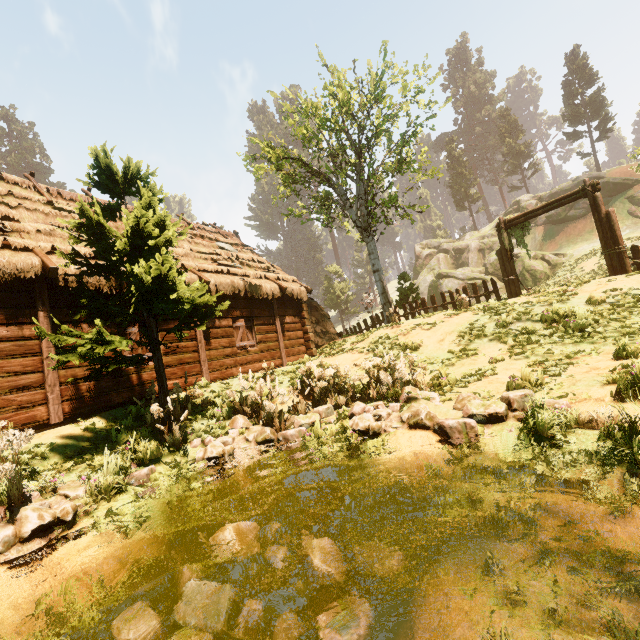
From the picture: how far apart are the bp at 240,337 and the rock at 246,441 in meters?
4.9 m

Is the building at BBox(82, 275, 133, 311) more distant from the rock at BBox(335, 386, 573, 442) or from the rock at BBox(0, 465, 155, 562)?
the rock at BBox(335, 386, 573, 442)

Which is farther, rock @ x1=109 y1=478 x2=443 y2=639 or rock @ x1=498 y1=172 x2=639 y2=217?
rock @ x1=498 y1=172 x2=639 y2=217

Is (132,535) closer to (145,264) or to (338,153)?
(145,264)

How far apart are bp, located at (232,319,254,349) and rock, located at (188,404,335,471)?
4.9m

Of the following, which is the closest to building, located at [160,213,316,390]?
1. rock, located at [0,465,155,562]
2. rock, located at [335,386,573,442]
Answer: rock, located at [0,465,155,562]

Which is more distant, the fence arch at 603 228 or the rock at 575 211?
the rock at 575 211

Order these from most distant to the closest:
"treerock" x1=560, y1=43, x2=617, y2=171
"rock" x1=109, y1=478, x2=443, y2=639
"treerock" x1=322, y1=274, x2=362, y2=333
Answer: "treerock" x1=322, y1=274, x2=362, y2=333 → "treerock" x1=560, y1=43, x2=617, y2=171 → "rock" x1=109, y1=478, x2=443, y2=639
